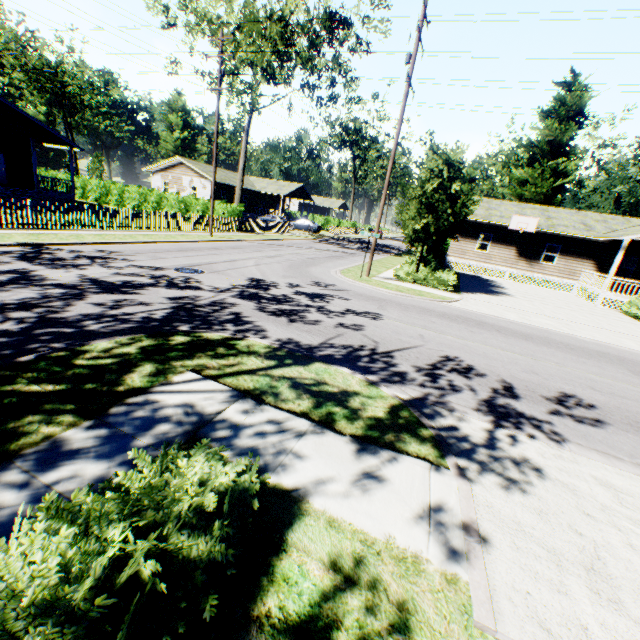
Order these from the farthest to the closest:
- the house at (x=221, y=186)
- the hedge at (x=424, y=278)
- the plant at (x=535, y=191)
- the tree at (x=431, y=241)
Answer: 1. the house at (x=221, y=186)
2. the plant at (x=535, y=191)
3. the hedge at (x=424, y=278)
4. the tree at (x=431, y=241)

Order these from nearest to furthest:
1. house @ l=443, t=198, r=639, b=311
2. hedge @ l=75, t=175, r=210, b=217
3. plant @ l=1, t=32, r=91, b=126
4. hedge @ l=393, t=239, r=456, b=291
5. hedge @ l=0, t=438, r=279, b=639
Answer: hedge @ l=0, t=438, r=279, b=639, hedge @ l=393, t=239, r=456, b=291, house @ l=443, t=198, r=639, b=311, hedge @ l=75, t=175, r=210, b=217, plant @ l=1, t=32, r=91, b=126

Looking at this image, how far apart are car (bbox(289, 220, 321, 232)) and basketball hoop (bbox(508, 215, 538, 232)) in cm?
2514

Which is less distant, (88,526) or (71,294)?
(88,526)

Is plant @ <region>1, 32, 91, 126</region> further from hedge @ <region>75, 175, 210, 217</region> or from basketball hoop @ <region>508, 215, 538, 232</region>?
hedge @ <region>75, 175, 210, 217</region>

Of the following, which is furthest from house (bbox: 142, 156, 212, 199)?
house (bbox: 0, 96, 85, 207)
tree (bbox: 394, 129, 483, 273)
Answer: tree (bbox: 394, 129, 483, 273)

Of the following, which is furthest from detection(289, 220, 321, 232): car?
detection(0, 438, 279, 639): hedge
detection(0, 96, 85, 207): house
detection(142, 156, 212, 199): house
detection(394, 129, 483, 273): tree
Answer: detection(0, 438, 279, 639): hedge

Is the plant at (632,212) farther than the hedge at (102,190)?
Yes
